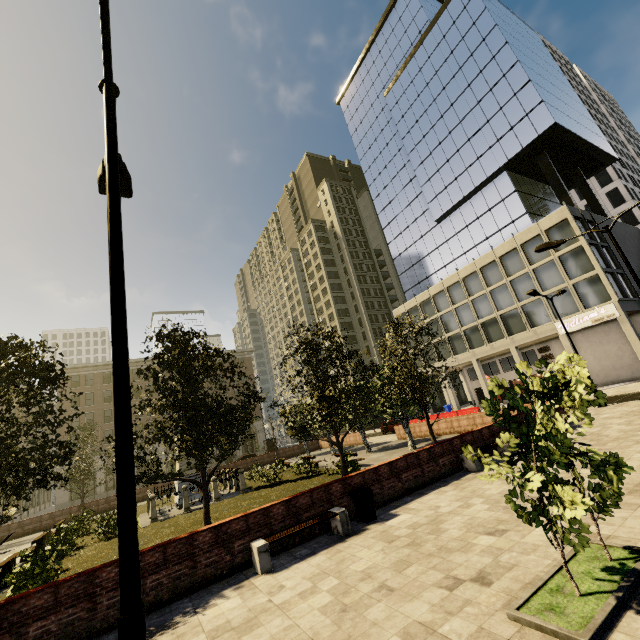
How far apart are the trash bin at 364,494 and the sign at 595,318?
30.18m

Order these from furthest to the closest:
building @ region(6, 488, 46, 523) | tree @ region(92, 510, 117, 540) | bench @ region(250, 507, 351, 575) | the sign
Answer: building @ region(6, 488, 46, 523)
the sign
tree @ region(92, 510, 117, 540)
bench @ region(250, 507, 351, 575)

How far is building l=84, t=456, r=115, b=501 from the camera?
44.97m

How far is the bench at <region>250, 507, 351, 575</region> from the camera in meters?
7.8

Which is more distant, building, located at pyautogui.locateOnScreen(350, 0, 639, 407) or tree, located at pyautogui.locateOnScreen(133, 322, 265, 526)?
building, located at pyautogui.locateOnScreen(350, 0, 639, 407)

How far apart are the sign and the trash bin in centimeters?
3018cm

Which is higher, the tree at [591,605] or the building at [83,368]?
the building at [83,368]

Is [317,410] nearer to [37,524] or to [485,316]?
[37,524]
